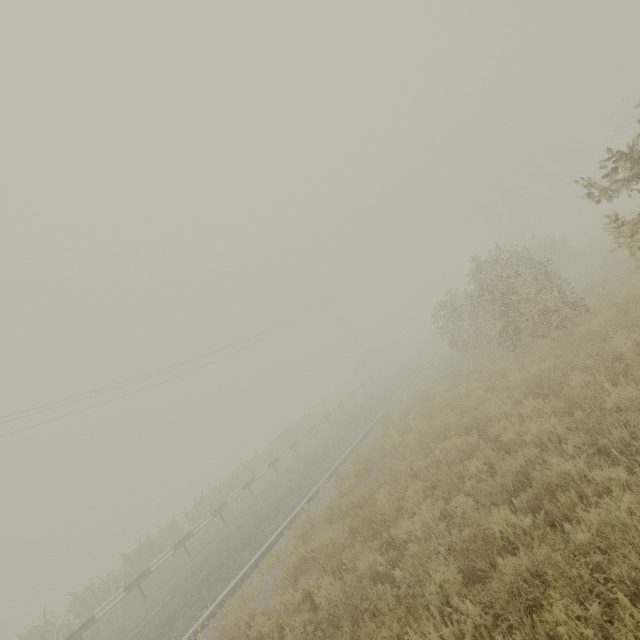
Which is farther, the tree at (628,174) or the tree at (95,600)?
the tree at (95,600)

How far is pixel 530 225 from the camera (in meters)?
39.06

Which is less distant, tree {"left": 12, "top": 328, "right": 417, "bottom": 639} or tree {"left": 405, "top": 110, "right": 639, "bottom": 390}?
tree {"left": 405, "top": 110, "right": 639, "bottom": 390}
